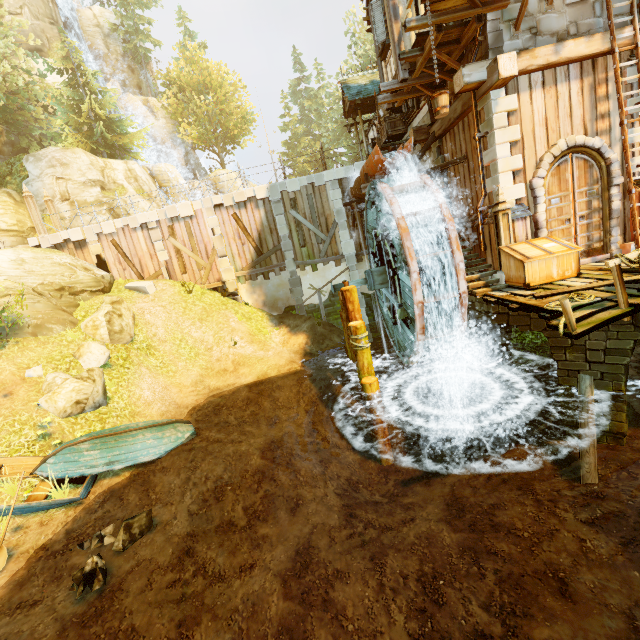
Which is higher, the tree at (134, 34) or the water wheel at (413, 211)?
the tree at (134, 34)

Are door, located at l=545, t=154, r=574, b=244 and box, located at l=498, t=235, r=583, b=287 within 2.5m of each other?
yes

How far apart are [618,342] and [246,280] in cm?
1564

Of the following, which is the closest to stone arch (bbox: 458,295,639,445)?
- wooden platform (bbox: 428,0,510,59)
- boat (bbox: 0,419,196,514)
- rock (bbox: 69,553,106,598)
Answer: wooden platform (bbox: 428,0,510,59)

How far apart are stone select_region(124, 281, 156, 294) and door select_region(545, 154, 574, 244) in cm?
1677

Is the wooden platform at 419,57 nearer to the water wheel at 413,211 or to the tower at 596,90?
the tower at 596,90

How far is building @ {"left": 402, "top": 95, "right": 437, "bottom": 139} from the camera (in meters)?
11.60

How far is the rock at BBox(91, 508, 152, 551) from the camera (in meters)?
6.68
